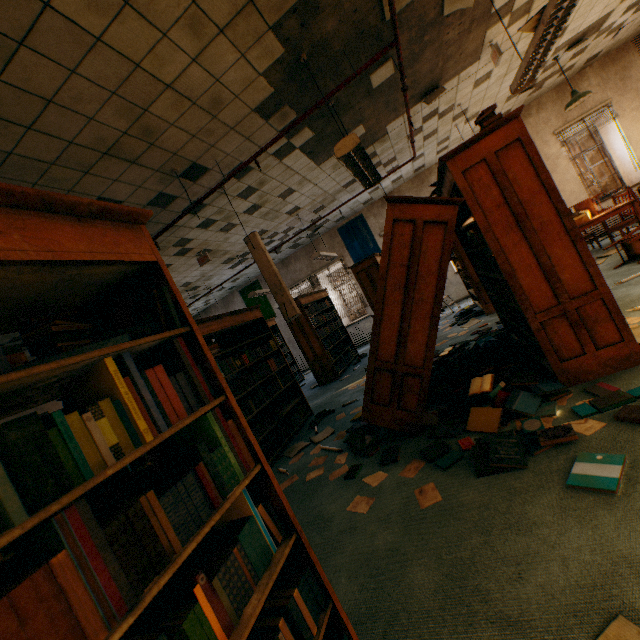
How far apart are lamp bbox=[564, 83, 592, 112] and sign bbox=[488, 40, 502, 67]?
2.7 meters

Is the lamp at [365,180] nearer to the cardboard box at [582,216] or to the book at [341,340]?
the book at [341,340]

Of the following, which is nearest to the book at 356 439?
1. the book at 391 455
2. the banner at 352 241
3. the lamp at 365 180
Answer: the book at 391 455

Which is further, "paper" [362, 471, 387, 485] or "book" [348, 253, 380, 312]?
"book" [348, 253, 380, 312]

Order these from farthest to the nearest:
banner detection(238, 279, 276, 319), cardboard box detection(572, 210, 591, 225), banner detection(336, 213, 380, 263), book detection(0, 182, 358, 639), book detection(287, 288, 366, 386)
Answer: banner detection(238, 279, 276, 319) < banner detection(336, 213, 380, 263) < book detection(287, 288, 366, 386) < cardboard box detection(572, 210, 591, 225) < book detection(0, 182, 358, 639)

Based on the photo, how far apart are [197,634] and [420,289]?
2.7m

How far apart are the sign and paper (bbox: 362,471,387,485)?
6.0m

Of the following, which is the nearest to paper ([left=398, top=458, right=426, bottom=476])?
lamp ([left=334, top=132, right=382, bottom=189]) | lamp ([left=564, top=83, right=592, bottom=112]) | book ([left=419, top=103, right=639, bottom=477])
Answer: book ([left=419, top=103, right=639, bottom=477])
